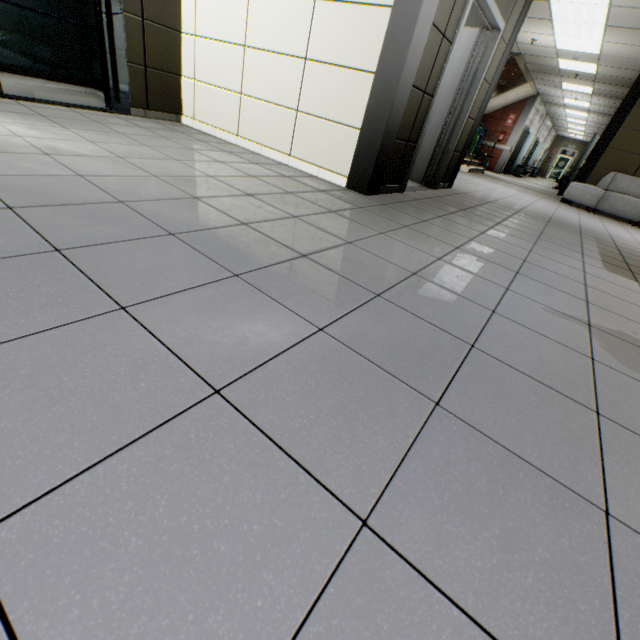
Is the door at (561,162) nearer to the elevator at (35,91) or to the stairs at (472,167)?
the stairs at (472,167)

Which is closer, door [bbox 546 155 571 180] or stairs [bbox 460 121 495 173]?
stairs [bbox 460 121 495 173]

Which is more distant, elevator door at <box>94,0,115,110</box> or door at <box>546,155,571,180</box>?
door at <box>546,155,571,180</box>

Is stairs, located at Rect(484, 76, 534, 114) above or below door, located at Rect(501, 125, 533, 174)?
above

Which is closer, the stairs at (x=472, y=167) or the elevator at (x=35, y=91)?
the elevator at (x=35, y=91)

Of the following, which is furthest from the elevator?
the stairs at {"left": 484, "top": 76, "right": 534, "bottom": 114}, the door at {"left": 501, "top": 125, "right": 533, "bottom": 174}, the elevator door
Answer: the door at {"left": 501, "top": 125, "right": 533, "bottom": 174}

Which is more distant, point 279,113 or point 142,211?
point 279,113

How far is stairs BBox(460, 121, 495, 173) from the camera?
10.9m
